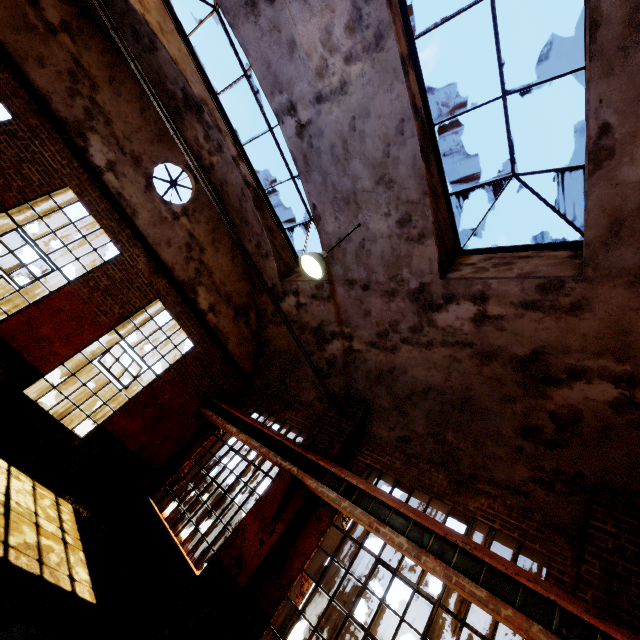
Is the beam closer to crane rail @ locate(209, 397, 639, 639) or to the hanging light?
crane rail @ locate(209, 397, 639, 639)

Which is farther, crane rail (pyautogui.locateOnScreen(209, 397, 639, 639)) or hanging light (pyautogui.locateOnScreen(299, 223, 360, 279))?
hanging light (pyautogui.locateOnScreen(299, 223, 360, 279))

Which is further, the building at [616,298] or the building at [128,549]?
the building at [128,549]

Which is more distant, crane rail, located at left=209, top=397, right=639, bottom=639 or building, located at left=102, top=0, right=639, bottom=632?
building, located at left=102, top=0, right=639, bottom=632

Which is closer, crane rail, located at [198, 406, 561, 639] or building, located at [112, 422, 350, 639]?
crane rail, located at [198, 406, 561, 639]

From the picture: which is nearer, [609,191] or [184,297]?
[609,191]

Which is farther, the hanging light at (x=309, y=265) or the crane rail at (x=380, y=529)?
the hanging light at (x=309, y=265)

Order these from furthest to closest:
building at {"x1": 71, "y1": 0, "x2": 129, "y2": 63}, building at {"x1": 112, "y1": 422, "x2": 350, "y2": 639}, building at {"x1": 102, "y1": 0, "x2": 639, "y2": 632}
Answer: building at {"x1": 71, "y1": 0, "x2": 129, "y2": 63}, building at {"x1": 112, "y1": 422, "x2": 350, "y2": 639}, building at {"x1": 102, "y1": 0, "x2": 639, "y2": 632}
